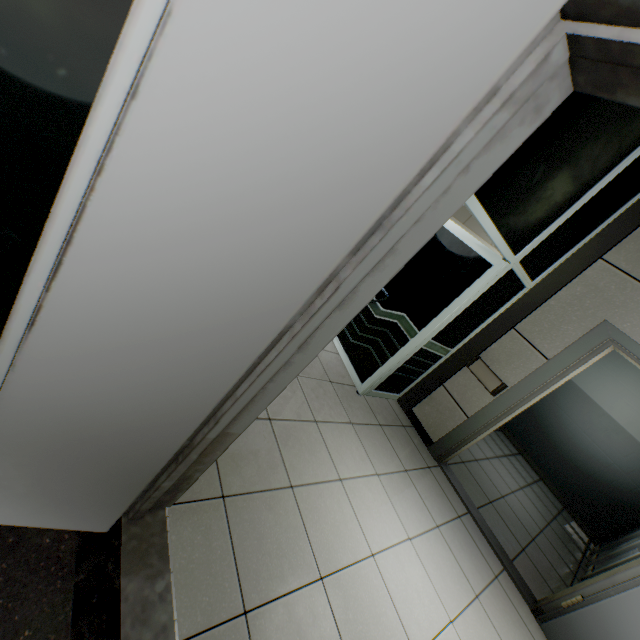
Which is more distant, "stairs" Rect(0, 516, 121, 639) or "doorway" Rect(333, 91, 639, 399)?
"doorway" Rect(333, 91, 639, 399)

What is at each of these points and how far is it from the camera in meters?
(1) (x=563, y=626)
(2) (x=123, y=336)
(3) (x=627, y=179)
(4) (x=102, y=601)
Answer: (1) door, 2.6
(2) door, 0.8
(3) doorway, 2.8
(4) stairs, 1.2

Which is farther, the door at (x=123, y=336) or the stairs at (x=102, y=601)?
the stairs at (x=102, y=601)

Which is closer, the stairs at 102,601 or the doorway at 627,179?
the stairs at 102,601

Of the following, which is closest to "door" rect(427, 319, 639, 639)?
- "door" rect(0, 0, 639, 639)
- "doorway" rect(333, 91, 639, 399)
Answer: "doorway" rect(333, 91, 639, 399)

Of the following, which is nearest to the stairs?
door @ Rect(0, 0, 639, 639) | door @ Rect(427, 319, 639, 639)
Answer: door @ Rect(0, 0, 639, 639)

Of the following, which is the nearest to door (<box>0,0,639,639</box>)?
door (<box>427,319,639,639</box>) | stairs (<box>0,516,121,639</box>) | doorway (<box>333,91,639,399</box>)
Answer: stairs (<box>0,516,121,639</box>)

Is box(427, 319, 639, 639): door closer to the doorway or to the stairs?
the doorway
